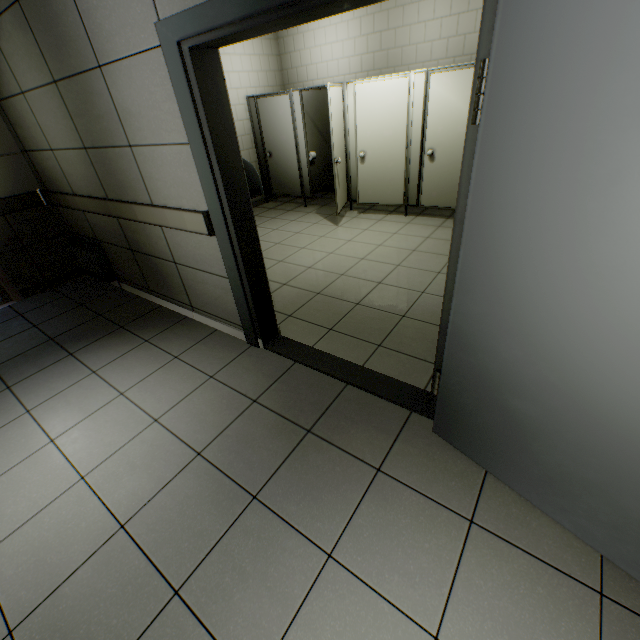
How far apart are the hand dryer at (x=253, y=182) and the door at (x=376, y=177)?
2.7 meters

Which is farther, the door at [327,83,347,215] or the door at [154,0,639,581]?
the door at [327,83,347,215]

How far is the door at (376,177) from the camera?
4.6 meters

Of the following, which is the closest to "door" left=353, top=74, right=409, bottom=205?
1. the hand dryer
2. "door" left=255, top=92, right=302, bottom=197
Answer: "door" left=255, top=92, right=302, bottom=197

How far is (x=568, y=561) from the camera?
1.40m

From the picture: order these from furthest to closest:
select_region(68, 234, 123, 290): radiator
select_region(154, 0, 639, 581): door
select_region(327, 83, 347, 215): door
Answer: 1. select_region(327, 83, 347, 215): door
2. select_region(68, 234, 123, 290): radiator
3. select_region(154, 0, 639, 581): door

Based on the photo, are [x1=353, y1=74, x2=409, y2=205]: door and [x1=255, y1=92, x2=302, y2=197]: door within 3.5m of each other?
yes

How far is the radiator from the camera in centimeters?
387cm
